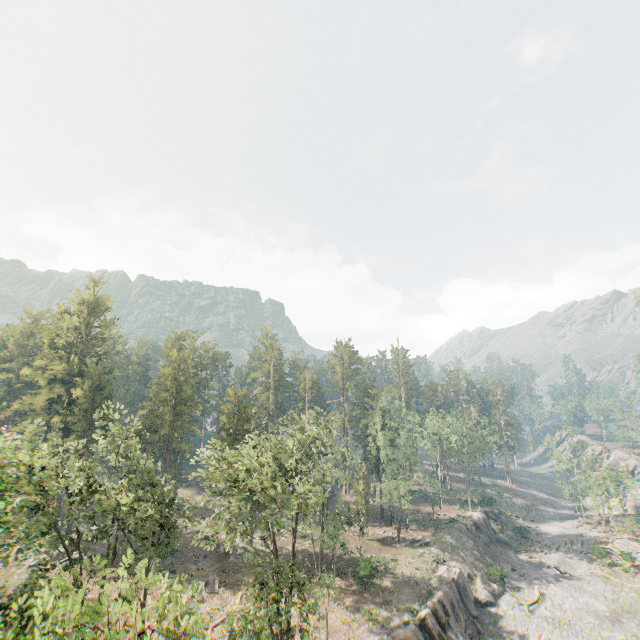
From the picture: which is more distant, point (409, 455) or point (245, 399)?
point (409, 455)

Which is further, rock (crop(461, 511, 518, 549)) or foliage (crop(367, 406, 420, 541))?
rock (crop(461, 511, 518, 549))

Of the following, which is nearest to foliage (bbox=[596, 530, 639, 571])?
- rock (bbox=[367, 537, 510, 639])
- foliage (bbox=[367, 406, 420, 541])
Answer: rock (bbox=[367, 537, 510, 639])

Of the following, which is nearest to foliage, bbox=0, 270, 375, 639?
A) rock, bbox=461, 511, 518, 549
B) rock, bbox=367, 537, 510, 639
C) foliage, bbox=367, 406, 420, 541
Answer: rock, bbox=367, 537, 510, 639

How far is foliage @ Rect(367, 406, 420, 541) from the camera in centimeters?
5031cm

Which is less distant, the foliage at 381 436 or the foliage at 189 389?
the foliage at 189 389

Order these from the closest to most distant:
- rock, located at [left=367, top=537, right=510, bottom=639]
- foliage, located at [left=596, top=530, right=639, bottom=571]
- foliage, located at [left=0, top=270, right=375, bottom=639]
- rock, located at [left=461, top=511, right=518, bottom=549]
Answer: foliage, located at [left=0, top=270, right=375, bottom=639], rock, located at [left=367, top=537, right=510, bottom=639], foliage, located at [left=596, top=530, right=639, bottom=571], rock, located at [left=461, top=511, right=518, bottom=549]

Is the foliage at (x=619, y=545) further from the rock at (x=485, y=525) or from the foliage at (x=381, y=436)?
the rock at (x=485, y=525)
